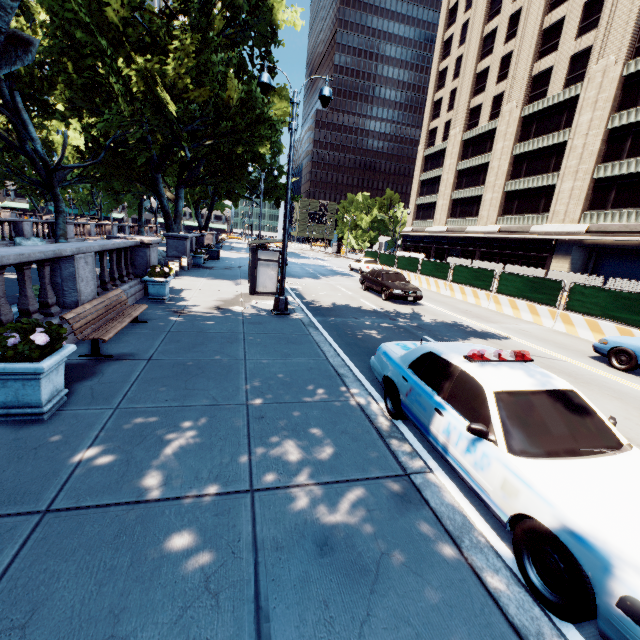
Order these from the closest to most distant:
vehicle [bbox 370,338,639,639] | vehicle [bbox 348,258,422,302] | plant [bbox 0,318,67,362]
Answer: vehicle [bbox 370,338,639,639]
plant [bbox 0,318,67,362]
vehicle [bbox 348,258,422,302]

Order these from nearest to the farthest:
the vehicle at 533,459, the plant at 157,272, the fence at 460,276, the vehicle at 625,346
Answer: the vehicle at 533,459 → the vehicle at 625,346 → the plant at 157,272 → the fence at 460,276

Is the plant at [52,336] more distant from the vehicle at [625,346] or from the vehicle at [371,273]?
the vehicle at [371,273]

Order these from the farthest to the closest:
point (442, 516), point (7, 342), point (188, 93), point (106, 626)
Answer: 1. point (188, 93)
2. point (7, 342)
3. point (442, 516)
4. point (106, 626)

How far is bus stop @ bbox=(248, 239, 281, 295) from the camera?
13.6 meters

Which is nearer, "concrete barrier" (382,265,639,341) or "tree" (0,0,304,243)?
"concrete barrier" (382,265,639,341)

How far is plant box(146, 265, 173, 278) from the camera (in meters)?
10.93

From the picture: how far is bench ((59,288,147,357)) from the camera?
6.1 meters
